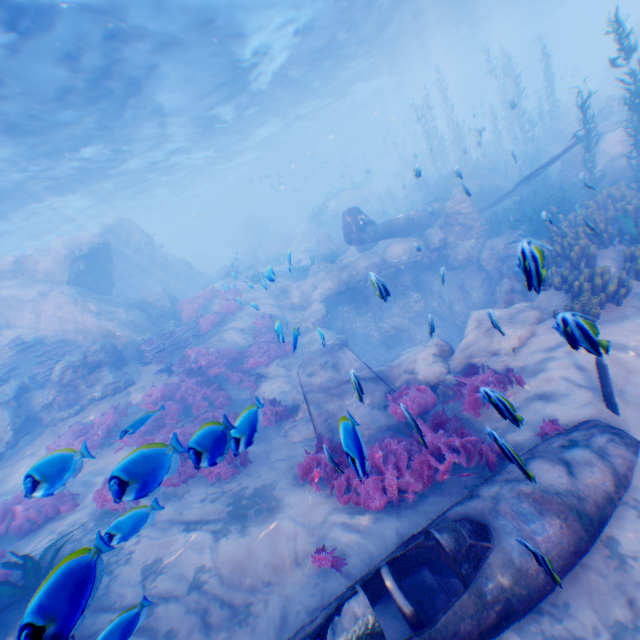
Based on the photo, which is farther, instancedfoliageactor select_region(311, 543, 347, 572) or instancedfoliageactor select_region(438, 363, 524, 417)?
instancedfoliageactor select_region(438, 363, 524, 417)

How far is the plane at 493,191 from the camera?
13.05m

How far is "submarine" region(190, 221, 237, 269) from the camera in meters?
57.4 m

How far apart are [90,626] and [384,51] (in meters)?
38.36

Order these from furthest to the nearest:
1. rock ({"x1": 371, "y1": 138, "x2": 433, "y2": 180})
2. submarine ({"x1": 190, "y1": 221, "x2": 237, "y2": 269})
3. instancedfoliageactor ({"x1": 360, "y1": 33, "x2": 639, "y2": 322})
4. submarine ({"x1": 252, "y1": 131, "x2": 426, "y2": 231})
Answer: submarine ({"x1": 190, "y1": 221, "x2": 237, "y2": 269}), submarine ({"x1": 252, "y1": 131, "x2": 426, "y2": 231}), rock ({"x1": 371, "y1": 138, "x2": 433, "y2": 180}), instancedfoliageactor ({"x1": 360, "y1": 33, "x2": 639, "y2": 322})

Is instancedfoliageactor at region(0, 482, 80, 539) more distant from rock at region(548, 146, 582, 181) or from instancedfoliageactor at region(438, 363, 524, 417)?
rock at region(548, 146, 582, 181)

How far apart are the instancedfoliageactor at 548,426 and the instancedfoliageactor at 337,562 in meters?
3.7

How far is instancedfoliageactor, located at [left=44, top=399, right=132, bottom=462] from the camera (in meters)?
3.51
